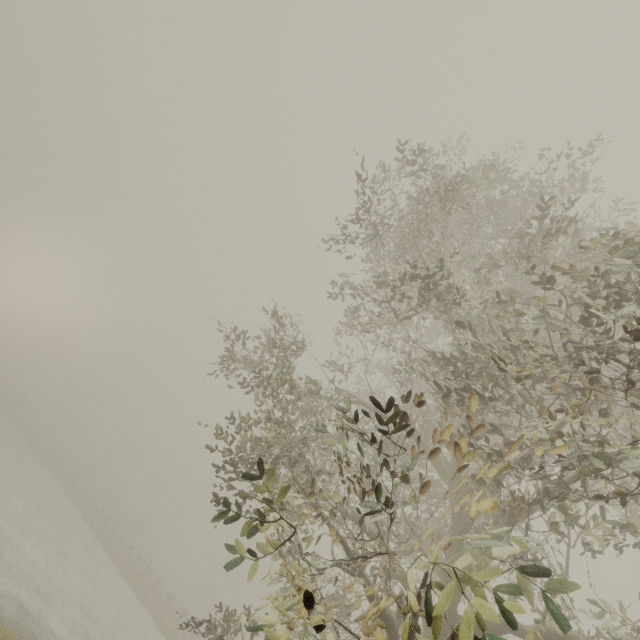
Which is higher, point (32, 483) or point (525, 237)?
point (525, 237)
